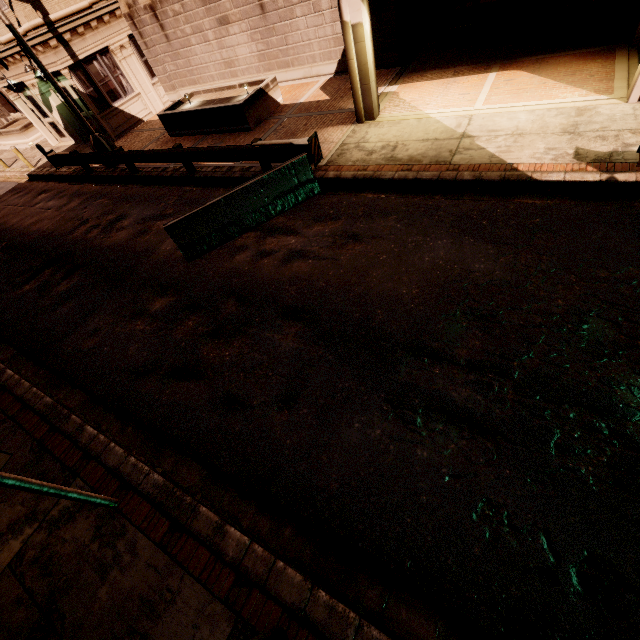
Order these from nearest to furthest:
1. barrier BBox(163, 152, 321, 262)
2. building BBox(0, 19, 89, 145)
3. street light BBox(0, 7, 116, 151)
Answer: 1. barrier BBox(163, 152, 321, 262)
2. street light BBox(0, 7, 116, 151)
3. building BBox(0, 19, 89, 145)

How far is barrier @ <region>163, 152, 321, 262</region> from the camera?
7.9 meters

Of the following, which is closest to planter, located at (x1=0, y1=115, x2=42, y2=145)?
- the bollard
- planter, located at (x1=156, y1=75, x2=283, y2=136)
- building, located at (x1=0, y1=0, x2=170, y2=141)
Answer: building, located at (x1=0, y1=0, x2=170, y2=141)

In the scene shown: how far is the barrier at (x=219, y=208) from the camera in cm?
792

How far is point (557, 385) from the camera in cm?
424

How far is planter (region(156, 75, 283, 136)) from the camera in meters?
12.3

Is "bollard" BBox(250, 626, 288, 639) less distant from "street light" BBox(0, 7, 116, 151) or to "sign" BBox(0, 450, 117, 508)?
"sign" BBox(0, 450, 117, 508)

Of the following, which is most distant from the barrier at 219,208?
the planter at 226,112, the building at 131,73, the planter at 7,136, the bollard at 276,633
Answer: the planter at 7,136
